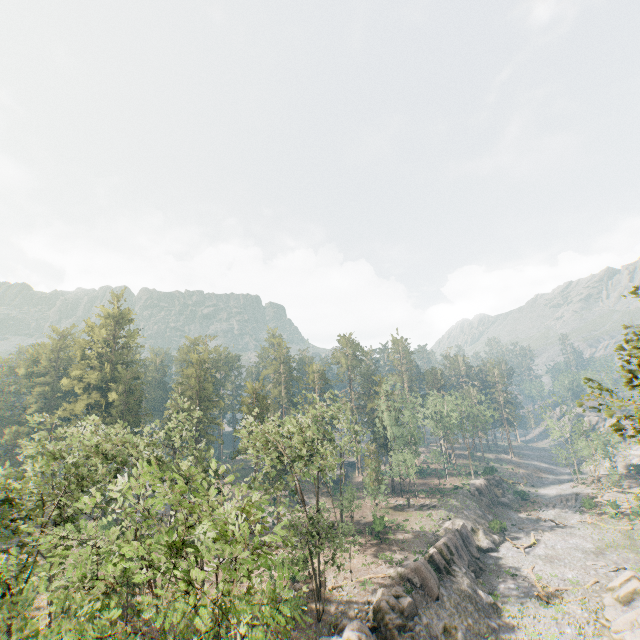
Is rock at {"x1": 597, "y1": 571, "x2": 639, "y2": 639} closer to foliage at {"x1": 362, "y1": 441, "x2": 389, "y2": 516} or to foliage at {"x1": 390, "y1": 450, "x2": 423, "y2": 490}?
foliage at {"x1": 362, "y1": 441, "x2": 389, "y2": 516}

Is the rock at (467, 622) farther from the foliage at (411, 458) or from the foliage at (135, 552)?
the foliage at (411, 458)

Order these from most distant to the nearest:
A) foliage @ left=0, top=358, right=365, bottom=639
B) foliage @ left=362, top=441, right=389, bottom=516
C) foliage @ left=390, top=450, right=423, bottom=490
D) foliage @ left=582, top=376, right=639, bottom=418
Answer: foliage @ left=390, top=450, right=423, bottom=490 → foliage @ left=362, top=441, right=389, bottom=516 → foliage @ left=582, top=376, right=639, bottom=418 → foliage @ left=0, top=358, right=365, bottom=639

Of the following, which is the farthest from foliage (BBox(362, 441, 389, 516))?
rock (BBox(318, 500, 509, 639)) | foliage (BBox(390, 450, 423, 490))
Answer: foliage (BBox(390, 450, 423, 490))

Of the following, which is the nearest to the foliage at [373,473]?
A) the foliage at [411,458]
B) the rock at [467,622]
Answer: the rock at [467,622]

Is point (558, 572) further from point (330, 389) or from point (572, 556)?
point (330, 389)

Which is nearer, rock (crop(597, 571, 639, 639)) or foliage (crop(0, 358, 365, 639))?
foliage (crop(0, 358, 365, 639))
